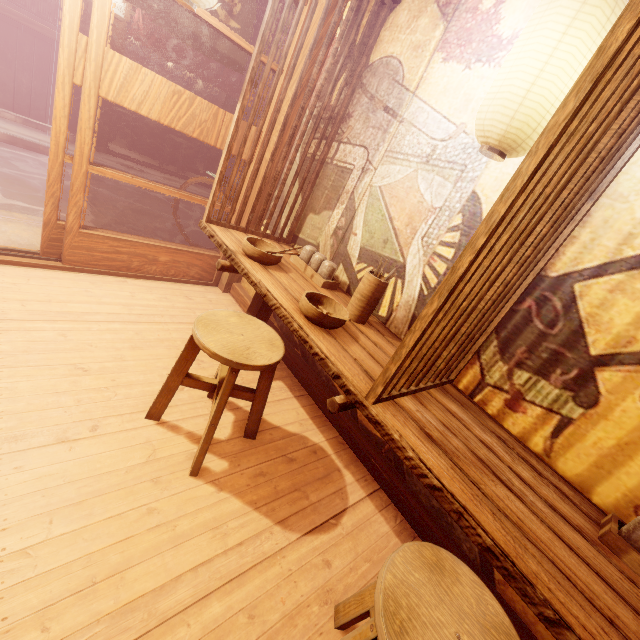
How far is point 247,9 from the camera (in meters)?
5.08

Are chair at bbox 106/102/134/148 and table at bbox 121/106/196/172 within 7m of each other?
yes

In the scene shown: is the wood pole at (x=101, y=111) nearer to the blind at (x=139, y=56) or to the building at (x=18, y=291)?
the building at (x=18, y=291)

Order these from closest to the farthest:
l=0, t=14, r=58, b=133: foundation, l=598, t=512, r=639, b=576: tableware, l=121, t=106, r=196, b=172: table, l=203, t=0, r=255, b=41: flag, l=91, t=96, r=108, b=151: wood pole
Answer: l=598, t=512, r=639, b=576: tableware
l=203, t=0, r=255, b=41: flag
l=0, t=14, r=58, b=133: foundation
l=91, t=96, r=108, b=151: wood pole
l=121, t=106, r=196, b=172: table

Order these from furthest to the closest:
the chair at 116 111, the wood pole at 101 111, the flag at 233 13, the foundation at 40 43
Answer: the chair at 116 111 → the wood pole at 101 111 → the foundation at 40 43 → the flag at 233 13

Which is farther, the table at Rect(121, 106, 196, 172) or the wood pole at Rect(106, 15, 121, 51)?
the table at Rect(121, 106, 196, 172)

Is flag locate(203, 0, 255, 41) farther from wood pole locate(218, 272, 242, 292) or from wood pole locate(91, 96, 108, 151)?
wood pole locate(91, 96, 108, 151)

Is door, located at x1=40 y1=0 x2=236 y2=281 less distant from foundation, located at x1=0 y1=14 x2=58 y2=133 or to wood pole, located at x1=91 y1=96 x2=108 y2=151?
foundation, located at x1=0 y1=14 x2=58 y2=133
